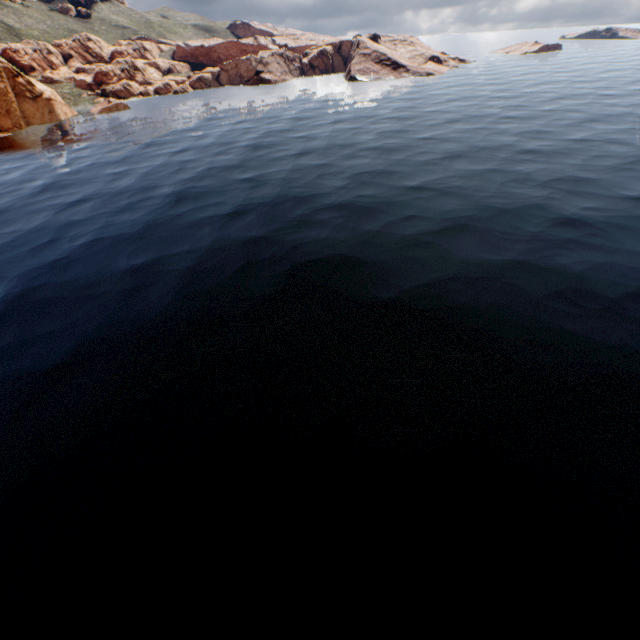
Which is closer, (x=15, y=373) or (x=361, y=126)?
(x=15, y=373)
